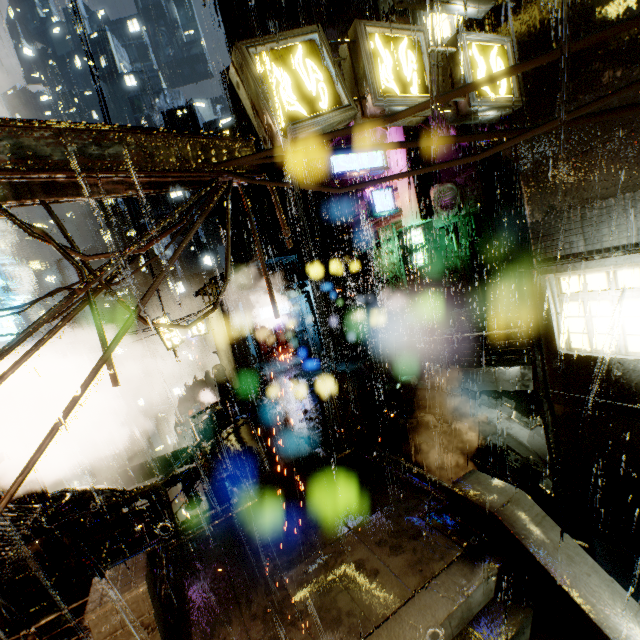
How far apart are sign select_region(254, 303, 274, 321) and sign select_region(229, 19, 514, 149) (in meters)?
19.05

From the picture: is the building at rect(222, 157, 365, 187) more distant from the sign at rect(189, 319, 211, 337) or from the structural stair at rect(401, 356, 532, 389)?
the sign at rect(189, 319, 211, 337)

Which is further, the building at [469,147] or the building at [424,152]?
the building at [424,152]

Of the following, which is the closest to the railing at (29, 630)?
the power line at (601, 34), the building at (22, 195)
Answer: the building at (22, 195)

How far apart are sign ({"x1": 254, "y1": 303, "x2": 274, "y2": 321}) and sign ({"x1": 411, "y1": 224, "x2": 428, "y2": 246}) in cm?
1003

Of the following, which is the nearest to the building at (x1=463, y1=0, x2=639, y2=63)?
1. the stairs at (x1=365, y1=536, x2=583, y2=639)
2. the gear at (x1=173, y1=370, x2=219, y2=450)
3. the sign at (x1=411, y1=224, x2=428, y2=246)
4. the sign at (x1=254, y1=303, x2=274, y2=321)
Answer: the sign at (x1=254, y1=303, x2=274, y2=321)

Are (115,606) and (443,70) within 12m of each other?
yes
